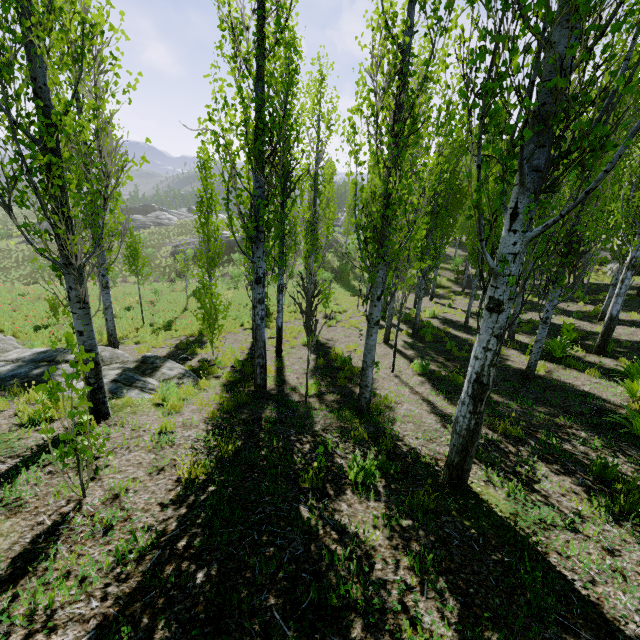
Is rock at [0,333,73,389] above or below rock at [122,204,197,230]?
below

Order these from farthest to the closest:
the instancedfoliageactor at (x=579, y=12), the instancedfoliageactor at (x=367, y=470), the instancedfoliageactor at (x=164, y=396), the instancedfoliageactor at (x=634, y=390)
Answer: the instancedfoliageactor at (x=164, y=396)
the instancedfoliageactor at (x=634, y=390)
the instancedfoliageactor at (x=367, y=470)
the instancedfoliageactor at (x=579, y=12)

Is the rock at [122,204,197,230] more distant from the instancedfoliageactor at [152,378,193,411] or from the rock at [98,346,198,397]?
the rock at [98,346,198,397]

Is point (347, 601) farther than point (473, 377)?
No

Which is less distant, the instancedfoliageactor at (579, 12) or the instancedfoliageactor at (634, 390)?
the instancedfoliageactor at (579, 12)

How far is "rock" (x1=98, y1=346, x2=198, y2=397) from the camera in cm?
698
